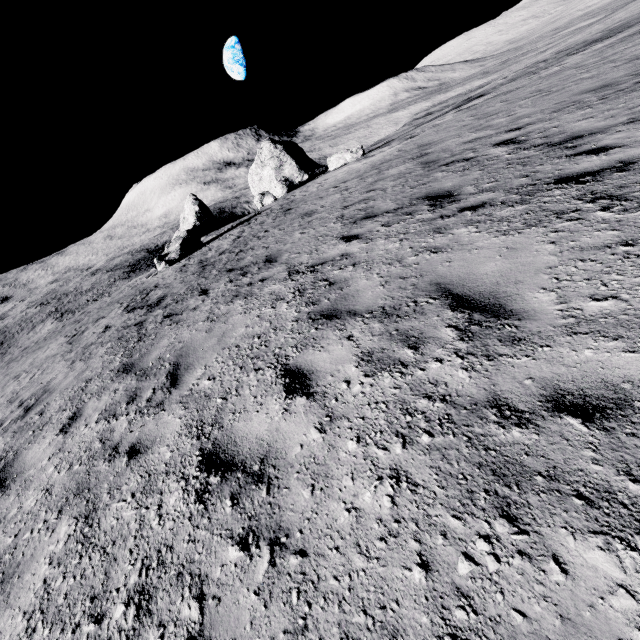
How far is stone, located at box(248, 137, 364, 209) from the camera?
25.72m

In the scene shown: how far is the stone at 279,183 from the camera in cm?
2572

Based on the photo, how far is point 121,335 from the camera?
8.2m
